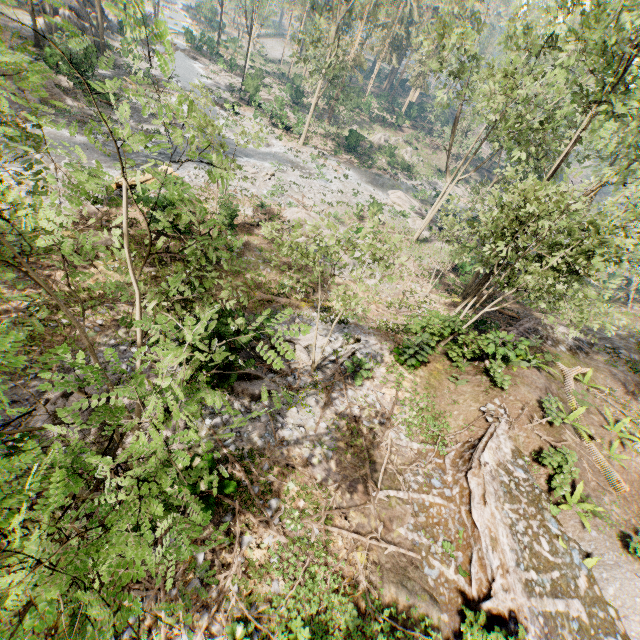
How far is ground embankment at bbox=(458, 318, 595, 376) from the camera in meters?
14.3 m

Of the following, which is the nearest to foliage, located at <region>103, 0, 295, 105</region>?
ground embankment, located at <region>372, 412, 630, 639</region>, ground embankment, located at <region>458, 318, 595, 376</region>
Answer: ground embankment, located at <region>458, 318, 595, 376</region>

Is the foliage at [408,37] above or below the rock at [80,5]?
above

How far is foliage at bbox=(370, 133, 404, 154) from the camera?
44.7m

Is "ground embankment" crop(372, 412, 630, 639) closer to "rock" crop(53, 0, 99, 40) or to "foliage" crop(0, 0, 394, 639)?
"foliage" crop(0, 0, 394, 639)

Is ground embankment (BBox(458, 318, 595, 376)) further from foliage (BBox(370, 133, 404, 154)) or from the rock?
the rock

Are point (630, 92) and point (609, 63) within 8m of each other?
yes

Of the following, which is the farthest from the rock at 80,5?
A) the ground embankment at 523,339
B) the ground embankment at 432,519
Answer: the ground embankment at 523,339
